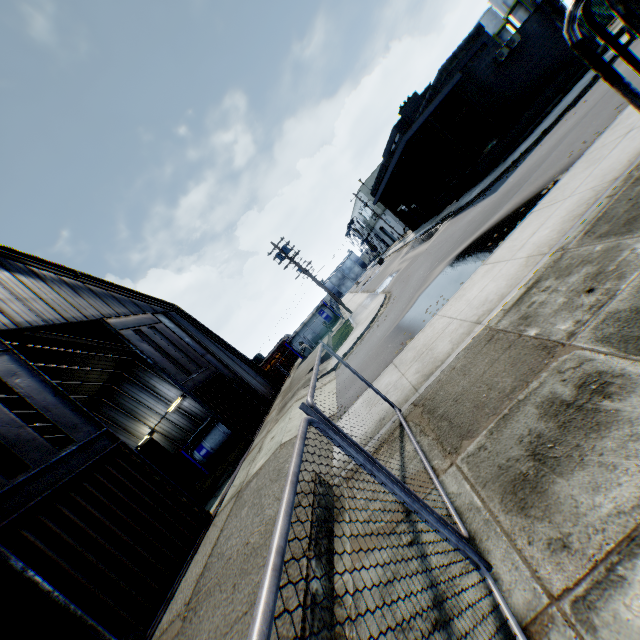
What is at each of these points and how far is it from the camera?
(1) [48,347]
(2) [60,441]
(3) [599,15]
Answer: (1) building, 20.7 meters
(2) building, 26.6 meters
(3) metal fence, 25.5 meters

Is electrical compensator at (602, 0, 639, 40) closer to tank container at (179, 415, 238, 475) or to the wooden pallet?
the wooden pallet

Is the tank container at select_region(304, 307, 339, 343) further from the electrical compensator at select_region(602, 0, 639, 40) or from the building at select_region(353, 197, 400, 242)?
the electrical compensator at select_region(602, 0, 639, 40)

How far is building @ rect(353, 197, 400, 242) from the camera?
54.1m

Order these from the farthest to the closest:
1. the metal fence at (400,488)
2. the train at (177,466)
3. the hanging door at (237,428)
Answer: the train at (177,466) → the hanging door at (237,428) → the metal fence at (400,488)

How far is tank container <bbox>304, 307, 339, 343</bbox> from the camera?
37.56m

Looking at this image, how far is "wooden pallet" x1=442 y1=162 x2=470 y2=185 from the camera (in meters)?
24.27

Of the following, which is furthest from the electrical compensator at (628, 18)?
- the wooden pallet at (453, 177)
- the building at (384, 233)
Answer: the building at (384, 233)
